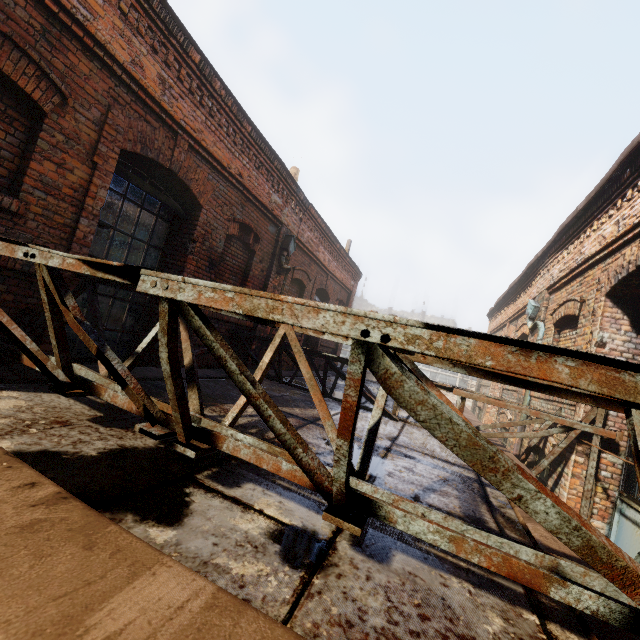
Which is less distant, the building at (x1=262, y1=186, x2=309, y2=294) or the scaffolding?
the scaffolding

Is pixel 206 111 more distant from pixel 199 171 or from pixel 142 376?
pixel 142 376

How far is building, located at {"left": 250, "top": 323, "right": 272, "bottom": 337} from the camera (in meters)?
7.48

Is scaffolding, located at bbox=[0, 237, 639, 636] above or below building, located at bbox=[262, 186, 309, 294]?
below

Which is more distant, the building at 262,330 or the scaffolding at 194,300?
the building at 262,330
